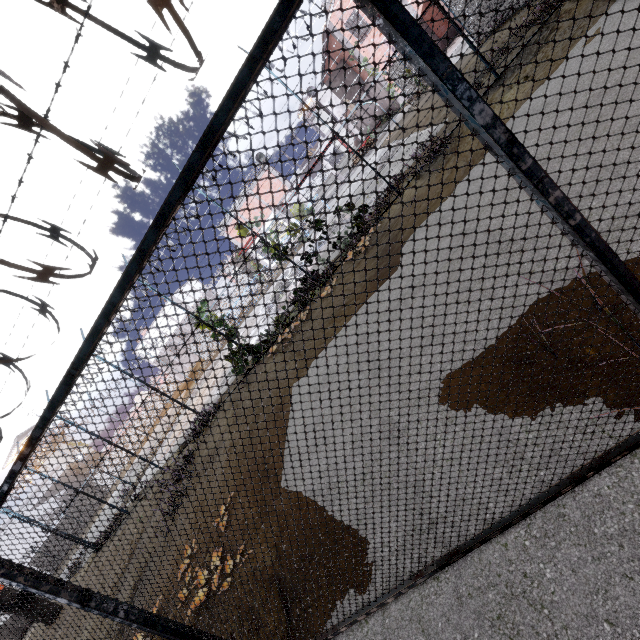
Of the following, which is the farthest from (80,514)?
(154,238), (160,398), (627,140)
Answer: (160,398)

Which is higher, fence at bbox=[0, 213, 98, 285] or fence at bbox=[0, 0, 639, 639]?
fence at bbox=[0, 213, 98, 285]

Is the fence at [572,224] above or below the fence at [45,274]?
below
